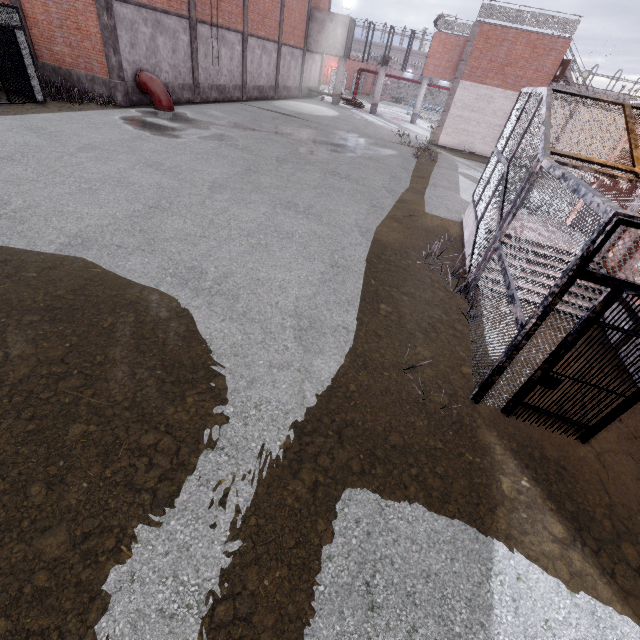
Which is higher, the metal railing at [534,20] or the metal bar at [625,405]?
the metal railing at [534,20]

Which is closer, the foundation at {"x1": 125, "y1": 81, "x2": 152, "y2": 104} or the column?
the column

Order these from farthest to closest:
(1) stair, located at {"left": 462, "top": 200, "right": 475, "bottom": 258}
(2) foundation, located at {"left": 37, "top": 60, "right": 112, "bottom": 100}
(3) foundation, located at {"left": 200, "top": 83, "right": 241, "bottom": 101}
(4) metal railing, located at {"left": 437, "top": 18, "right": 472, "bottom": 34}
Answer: (4) metal railing, located at {"left": 437, "top": 18, "right": 472, "bottom": 34} → (3) foundation, located at {"left": 200, "top": 83, "right": 241, "bottom": 101} → (2) foundation, located at {"left": 37, "top": 60, "right": 112, "bottom": 100} → (1) stair, located at {"left": 462, "top": 200, "right": 475, "bottom": 258}

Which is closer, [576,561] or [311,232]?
[576,561]

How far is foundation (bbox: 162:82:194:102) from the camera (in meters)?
18.33

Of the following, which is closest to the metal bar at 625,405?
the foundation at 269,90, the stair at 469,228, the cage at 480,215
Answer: the cage at 480,215

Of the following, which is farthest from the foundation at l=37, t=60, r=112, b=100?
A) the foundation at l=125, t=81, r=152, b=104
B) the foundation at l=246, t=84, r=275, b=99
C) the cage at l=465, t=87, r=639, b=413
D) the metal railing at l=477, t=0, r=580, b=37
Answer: the metal railing at l=477, t=0, r=580, b=37

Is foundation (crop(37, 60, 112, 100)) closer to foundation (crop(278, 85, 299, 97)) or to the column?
the column
